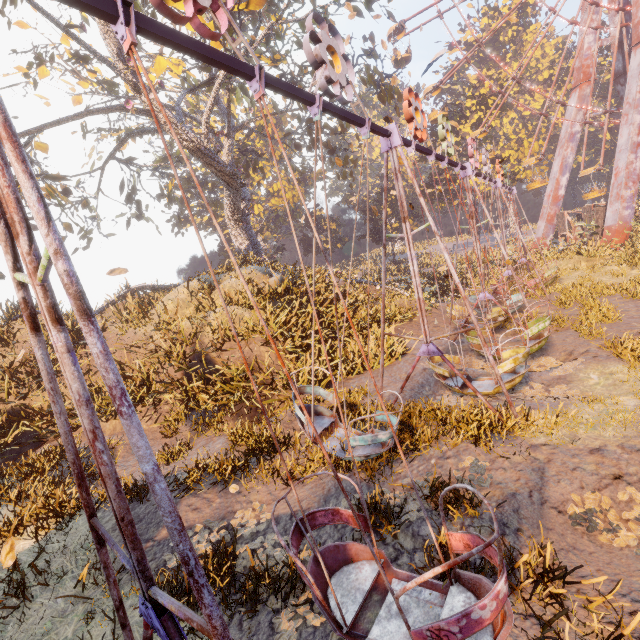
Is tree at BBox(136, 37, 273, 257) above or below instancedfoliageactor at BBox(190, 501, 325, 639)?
above

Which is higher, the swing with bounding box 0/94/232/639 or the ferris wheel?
the ferris wheel

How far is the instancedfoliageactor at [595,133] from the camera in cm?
4906

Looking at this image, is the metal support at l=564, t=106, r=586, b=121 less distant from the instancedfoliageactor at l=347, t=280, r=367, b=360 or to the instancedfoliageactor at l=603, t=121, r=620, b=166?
the instancedfoliageactor at l=603, t=121, r=620, b=166

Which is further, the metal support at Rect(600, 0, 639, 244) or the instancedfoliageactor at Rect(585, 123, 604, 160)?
the instancedfoliageactor at Rect(585, 123, 604, 160)

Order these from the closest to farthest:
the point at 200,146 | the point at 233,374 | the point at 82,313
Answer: the point at 82,313, the point at 233,374, the point at 200,146

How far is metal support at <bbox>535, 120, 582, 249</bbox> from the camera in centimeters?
3133cm

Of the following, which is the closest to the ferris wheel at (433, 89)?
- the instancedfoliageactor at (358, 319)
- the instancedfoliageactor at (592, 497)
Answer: the instancedfoliageactor at (358, 319)
